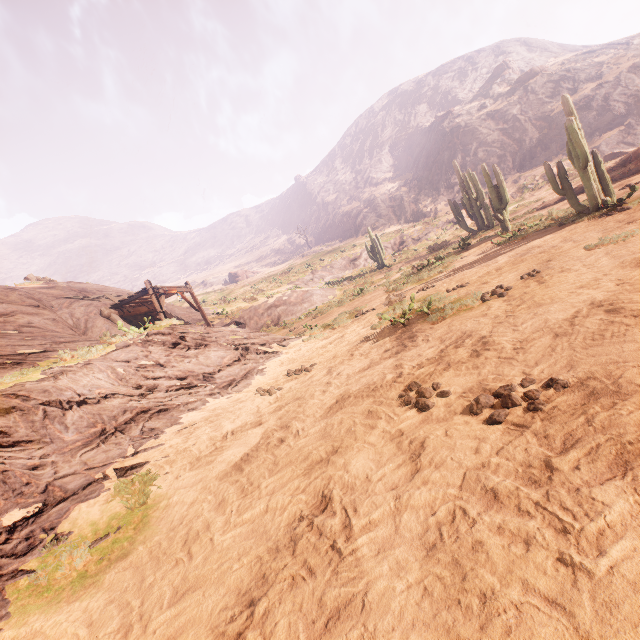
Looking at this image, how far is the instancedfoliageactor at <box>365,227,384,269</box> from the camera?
30.1m

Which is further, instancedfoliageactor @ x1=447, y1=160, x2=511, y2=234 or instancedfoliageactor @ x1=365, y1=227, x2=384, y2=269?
instancedfoliageactor @ x1=365, y1=227, x2=384, y2=269

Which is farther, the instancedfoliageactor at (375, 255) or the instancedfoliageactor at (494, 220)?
the instancedfoliageactor at (375, 255)

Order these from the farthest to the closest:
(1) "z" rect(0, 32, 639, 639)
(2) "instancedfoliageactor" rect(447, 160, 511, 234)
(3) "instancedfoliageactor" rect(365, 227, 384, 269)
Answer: (3) "instancedfoliageactor" rect(365, 227, 384, 269) → (2) "instancedfoliageactor" rect(447, 160, 511, 234) → (1) "z" rect(0, 32, 639, 639)

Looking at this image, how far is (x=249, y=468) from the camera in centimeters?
403cm

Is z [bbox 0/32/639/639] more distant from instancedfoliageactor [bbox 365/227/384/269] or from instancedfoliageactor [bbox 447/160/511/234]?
instancedfoliageactor [bbox 365/227/384/269]

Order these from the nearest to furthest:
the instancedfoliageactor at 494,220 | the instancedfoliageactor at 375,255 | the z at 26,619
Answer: the z at 26,619, the instancedfoliageactor at 494,220, the instancedfoliageactor at 375,255

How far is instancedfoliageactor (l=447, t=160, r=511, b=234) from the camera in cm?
1545
